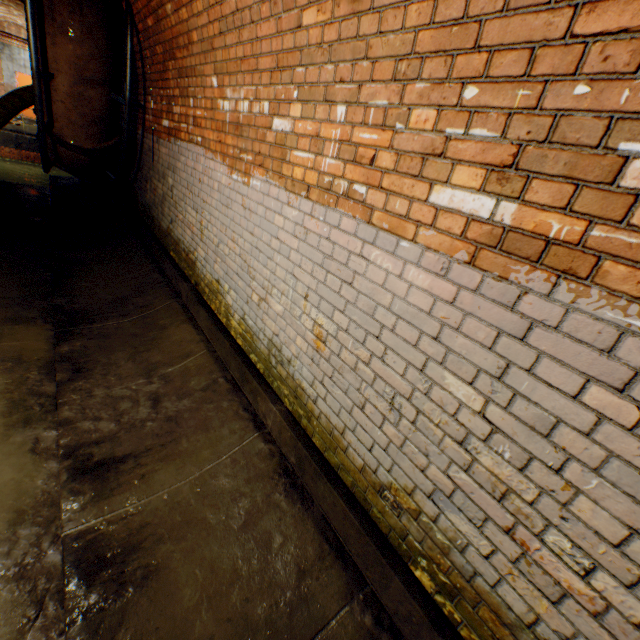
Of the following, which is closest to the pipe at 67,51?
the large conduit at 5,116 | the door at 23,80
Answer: the large conduit at 5,116

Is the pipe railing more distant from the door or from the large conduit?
the door

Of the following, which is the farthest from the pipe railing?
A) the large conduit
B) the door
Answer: the door

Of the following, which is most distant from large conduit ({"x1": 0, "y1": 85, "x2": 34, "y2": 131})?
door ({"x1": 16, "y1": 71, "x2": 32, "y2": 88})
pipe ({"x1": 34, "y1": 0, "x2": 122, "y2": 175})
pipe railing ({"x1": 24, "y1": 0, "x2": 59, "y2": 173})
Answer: door ({"x1": 16, "y1": 71, "x2": 32, "y2": 88})

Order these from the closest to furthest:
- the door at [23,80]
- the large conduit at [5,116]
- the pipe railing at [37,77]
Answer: the pipe railing at [37,77] < the large conduit at [5,116] < the door at [23,80]

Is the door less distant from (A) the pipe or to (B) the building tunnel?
(B) the building tunnel

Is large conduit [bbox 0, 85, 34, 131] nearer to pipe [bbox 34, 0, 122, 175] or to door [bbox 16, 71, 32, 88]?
pipe [bbox 34, 0, 122, 175]

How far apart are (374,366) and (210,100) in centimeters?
323cm
